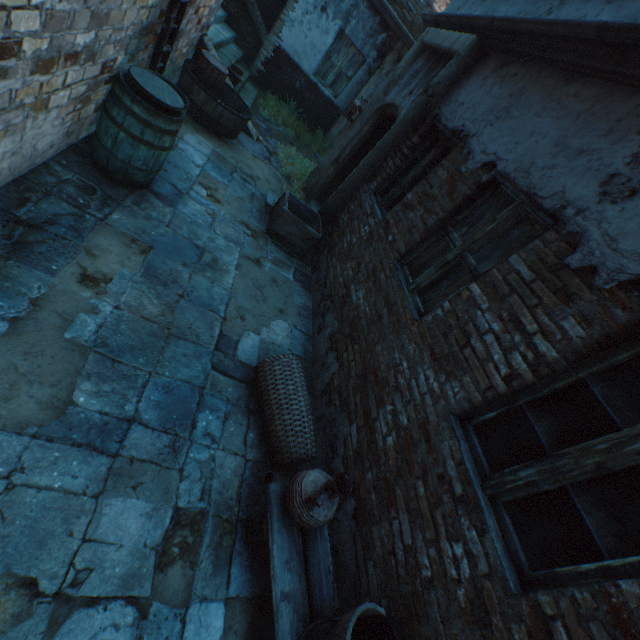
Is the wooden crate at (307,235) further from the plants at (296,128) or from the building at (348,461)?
the plants at (296,128)

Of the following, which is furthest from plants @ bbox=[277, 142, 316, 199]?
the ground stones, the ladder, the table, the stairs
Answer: the table

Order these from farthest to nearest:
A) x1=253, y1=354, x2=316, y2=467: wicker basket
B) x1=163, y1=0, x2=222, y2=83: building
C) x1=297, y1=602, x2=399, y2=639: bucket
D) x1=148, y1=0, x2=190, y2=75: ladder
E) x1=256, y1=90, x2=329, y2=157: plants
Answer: x1=256, y1=90, x2=329, y2=157: plants < x1=163, y1=0, x2=222, y2=83: building < x1=148, y1=0, x2=190, y2=75: ladder < x1=253, y1=354, x2=316, y2=467: wicker basket < x1=297, y1=602, x2=399, y2=639: bucket

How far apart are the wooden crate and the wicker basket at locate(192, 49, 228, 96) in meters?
2.5

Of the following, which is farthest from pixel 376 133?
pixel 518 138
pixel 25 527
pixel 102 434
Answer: pixel 25 527

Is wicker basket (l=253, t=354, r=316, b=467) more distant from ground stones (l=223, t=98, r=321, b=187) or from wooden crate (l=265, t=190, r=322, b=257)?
ground stones (l=223, t=98, r=321, b=187)

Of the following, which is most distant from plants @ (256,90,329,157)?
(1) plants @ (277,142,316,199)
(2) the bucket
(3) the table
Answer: (2) the bucket

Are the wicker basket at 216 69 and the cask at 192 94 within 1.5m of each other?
yes
